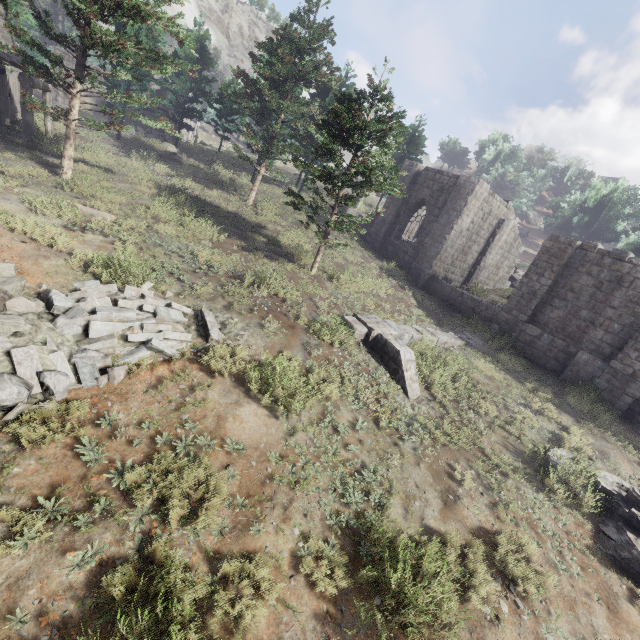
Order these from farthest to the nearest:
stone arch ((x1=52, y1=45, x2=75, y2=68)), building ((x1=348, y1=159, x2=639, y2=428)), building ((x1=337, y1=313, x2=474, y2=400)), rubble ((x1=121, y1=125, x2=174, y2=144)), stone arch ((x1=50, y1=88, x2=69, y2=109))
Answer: stone arch ((x1=50, y1=88, x2=69, y2=109)), stone arch ((x1=52, y1=45, x2=75, y2=68)), rubble ((x1=121, y1=125, x2=174, y2=144)), building ((x1=348, y1=159, x2=639, y2=428)), building ((x1=337, y1=313, x2=474, y2=400))

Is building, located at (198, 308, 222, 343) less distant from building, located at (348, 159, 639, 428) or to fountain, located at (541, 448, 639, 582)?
building, located at (348, 159, 639, 428)

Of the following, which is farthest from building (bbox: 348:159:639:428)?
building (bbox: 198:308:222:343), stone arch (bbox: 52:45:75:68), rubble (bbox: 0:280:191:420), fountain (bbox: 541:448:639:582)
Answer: stone arch (bbox: 52:45:75:68)

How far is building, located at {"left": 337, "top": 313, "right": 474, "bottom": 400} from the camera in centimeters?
1004cm

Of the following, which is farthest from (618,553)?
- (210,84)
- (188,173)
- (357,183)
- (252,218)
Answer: (210,84)

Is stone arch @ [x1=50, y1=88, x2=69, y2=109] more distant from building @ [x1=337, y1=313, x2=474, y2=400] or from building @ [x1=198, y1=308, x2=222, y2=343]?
building @ [x1=198, y1=308, x2=222, y2=343]

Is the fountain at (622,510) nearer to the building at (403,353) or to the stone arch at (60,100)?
the building at (403,353)

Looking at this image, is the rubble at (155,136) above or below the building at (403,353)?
above
